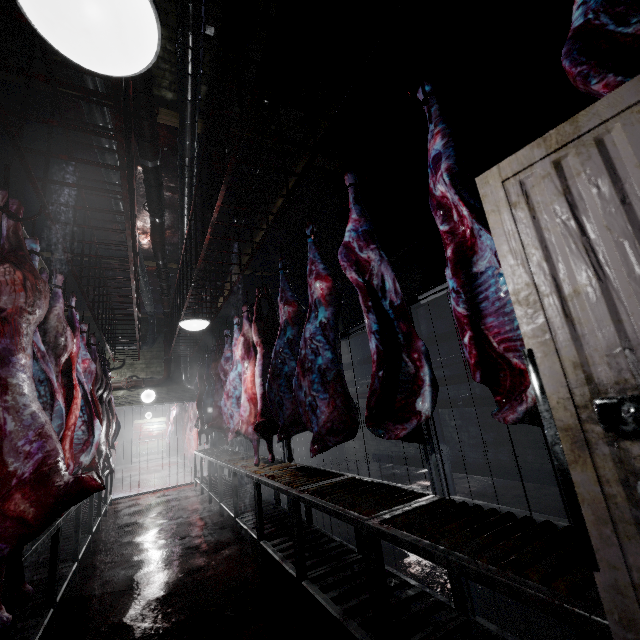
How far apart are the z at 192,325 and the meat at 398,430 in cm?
209

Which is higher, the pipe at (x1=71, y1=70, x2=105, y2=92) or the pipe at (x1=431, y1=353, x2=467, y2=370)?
the pipe at (x1=71, y1=70, x2=105, y2=92)

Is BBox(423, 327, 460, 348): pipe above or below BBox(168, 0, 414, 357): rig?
below

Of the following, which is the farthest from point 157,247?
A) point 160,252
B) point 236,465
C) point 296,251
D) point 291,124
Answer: point 236,465

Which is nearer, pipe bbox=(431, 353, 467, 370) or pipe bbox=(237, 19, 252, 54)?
pipe bbox=(237, 19, 252, 54)

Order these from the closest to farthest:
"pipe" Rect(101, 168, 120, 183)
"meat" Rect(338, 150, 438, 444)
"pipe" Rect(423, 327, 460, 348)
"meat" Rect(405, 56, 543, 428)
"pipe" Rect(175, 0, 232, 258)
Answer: "meat" Rect(405, 56, 543, 428), "meat" Rect(338, 150, 438, 444), "pipe" Rect(175, 0, 232, 258), "pipe" Rect(101, 168, 120, 183), "pipe" Rect(423, 327, 460, 348)

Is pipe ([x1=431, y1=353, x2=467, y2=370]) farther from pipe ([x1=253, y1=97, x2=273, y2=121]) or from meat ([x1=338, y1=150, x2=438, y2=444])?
meat ([x1=338, y1=150, x2=438, y2=444])

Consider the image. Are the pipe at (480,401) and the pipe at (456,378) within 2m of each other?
yes
